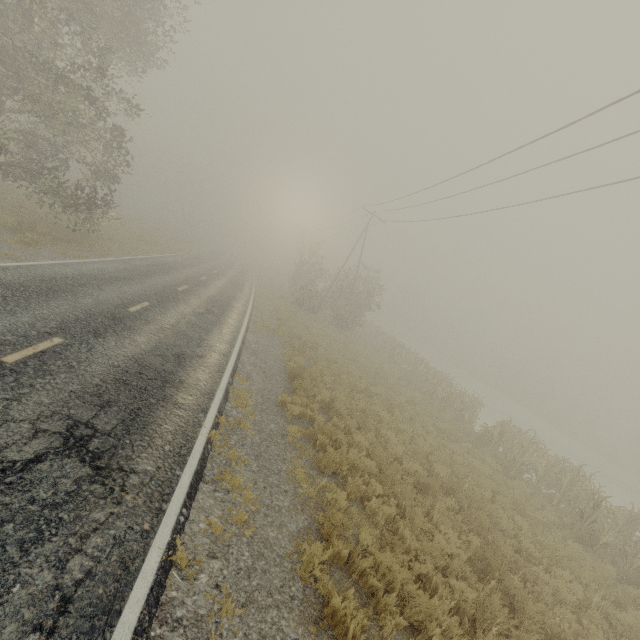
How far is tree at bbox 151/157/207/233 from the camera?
50.69m

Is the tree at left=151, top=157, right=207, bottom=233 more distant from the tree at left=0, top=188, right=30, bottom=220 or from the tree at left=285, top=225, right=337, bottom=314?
the tree at left=285, top=225, right=337, bottom=314

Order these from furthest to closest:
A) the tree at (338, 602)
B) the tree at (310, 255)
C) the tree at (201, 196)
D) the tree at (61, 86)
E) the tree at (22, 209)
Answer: the tree at (201, 196) → the tree at (310, 255) → the tree at (22, 209) → the tree at (61, 86) → the tree at (338, 602)

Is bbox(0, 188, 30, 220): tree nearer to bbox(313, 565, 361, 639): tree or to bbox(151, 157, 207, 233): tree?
bbox(313, 565, 361, 639): tree

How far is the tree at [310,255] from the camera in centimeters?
3088cm

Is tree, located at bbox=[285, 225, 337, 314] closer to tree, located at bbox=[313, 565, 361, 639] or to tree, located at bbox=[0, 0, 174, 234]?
tree, located at bbox=[0, 0, 174, 234]

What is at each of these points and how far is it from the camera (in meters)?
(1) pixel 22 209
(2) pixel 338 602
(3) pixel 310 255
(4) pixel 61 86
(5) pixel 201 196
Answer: (1) tree, 16.11
(2) tree, 4.25
(3) tree, 33.81
(4) tree, 24.64
(5) tree, 55.41

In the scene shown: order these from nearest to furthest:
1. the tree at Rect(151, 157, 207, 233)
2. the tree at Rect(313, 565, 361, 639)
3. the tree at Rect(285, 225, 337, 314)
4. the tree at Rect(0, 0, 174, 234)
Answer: the tree at Rect(313, 565, 361, 639)
the tree at Rect(0, 0, 174, 234)
the tree at Rect(285, 225, 337, 314)
the tree at Rect(151, 157, 207, 233)
